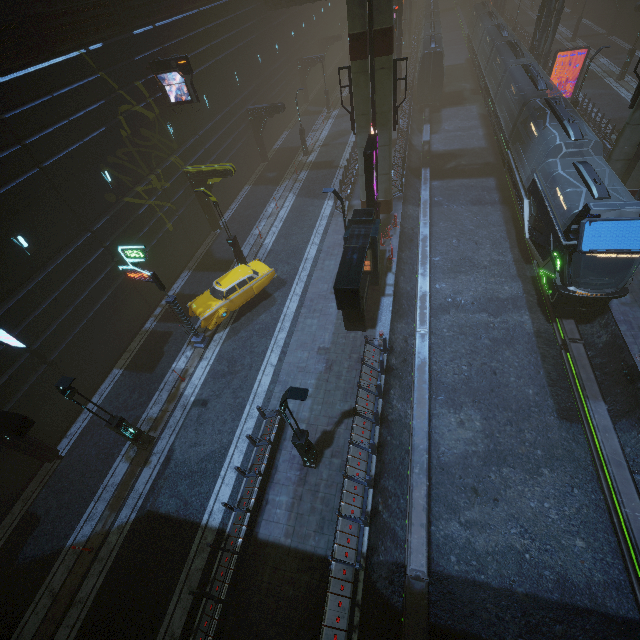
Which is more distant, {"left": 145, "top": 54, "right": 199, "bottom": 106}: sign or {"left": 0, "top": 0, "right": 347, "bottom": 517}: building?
{"left": 145, "top": 54, "right": 199, "bottom": 106}: sign

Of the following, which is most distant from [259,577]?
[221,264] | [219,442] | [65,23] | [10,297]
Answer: [65,23]

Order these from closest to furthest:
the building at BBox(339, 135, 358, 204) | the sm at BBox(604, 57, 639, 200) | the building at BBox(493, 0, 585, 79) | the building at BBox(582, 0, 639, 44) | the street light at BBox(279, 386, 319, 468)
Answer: the street light at BBox(279, 386, 319, 468) < the sm at BBox(604, 57, 639, 200) < the building at BBox(339, 135, 358, 204) < the building at BBox(493, 0, 585, 79) < the building at BBox(582, 0, 639, 44)

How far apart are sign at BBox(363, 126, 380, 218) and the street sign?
11.43m

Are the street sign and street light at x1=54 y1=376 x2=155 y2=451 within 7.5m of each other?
yes

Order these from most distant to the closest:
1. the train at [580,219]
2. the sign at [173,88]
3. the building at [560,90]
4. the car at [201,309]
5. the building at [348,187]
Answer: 1. the building at [560,90]
2. the building at [348,187]
3. the sign at [173,88]
4. the car at [201,309]
5. the train at [580,219]

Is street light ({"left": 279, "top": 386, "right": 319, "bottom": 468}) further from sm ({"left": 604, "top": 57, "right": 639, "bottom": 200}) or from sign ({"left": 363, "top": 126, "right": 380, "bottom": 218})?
sm ({"left": 604, "top": 57, "right": 639, "bottom": 200})

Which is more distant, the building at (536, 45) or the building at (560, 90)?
the building at (560, 90)
